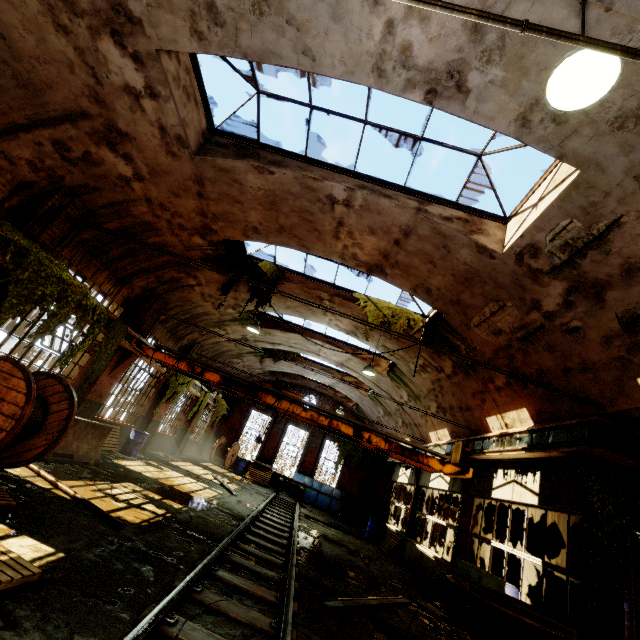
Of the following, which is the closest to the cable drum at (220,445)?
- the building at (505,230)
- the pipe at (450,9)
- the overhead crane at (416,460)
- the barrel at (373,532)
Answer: the building at (505,230)

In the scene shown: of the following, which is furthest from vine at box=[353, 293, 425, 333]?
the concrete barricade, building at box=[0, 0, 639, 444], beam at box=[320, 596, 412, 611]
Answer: the concrete barricade

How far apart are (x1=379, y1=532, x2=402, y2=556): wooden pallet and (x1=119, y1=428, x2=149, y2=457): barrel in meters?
11.5 m

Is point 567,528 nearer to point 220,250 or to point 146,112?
point 220,250

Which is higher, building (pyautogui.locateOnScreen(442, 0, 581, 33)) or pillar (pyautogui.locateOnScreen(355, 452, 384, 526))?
building (pyautogui.locateOnScreen(442, 0, 581, 33))

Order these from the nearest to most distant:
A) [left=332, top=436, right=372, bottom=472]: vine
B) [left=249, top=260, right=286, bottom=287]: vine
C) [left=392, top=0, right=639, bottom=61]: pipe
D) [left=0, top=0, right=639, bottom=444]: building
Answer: [left=392, top=0, right=639, bottom=61]: pipe < [left=0, top=0, right=639, bottom=444]: building < [left=249, top=260, right=286, bottom=287]: vine < [left=332, top=436, right=372, bottom=472]: vine

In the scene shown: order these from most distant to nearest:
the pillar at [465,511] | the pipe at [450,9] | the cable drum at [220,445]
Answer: the cable drum at [220,445], the pillar at [465,511], the pipe at [450,9]

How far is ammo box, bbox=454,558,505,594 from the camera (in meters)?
5.42
